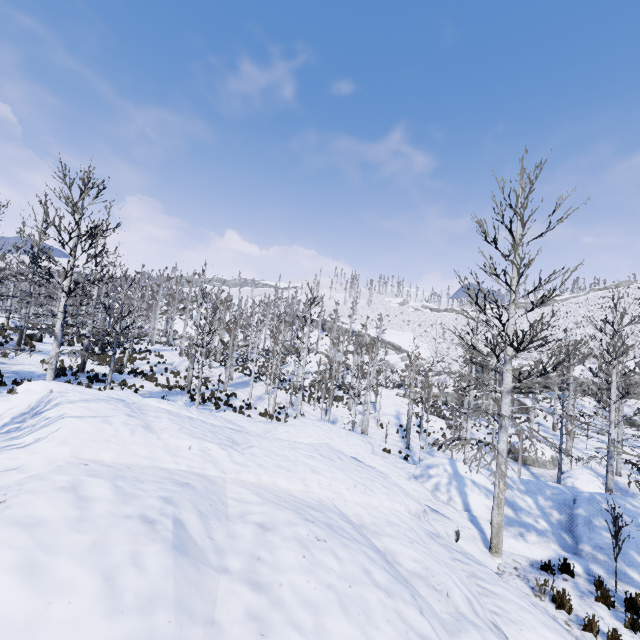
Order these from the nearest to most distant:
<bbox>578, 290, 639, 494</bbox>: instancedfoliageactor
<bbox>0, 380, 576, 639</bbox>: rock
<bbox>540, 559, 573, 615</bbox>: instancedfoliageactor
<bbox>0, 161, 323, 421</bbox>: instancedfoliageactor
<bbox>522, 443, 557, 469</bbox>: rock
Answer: <bbox>0, 380, 576, 639</bbox>: rock → <bbox>540, 559, 573, 615</bbox>: instancedfoliageactor → <bbox>0, 161, 323, 421</bbox>: instancedfoliageactor → <bbox>578, 290, 639, 494</bbox>: instancedfoliageactor → <bbox>522, 443, 557, 469</bbox>: rock

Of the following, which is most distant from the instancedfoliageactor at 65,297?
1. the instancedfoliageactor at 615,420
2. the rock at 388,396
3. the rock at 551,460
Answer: the rock at 551,460

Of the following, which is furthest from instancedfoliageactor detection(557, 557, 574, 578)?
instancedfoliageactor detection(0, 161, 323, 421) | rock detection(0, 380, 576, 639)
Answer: instancedfoliageactor detection(0, 161, 323, 421)

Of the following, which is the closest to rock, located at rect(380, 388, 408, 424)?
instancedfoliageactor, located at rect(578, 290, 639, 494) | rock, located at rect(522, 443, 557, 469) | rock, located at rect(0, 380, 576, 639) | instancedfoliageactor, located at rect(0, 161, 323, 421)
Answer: instancedfoliageactor, located at rect(0, 161, 323, 421)

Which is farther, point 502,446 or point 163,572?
point 502,446

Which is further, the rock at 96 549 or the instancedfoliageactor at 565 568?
the instancedfoliageactor at 565 568

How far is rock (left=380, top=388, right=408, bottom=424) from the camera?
32.0 meters
